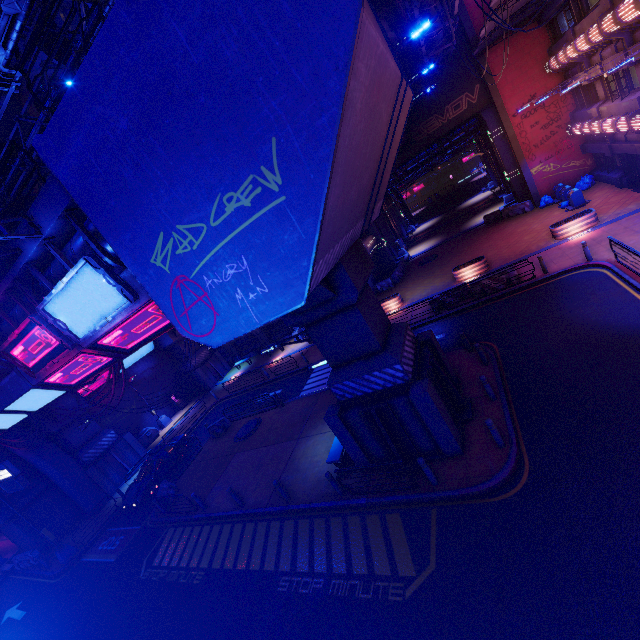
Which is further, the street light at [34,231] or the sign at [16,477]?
the sign at [16,477]

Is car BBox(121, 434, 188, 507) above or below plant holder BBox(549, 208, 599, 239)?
above

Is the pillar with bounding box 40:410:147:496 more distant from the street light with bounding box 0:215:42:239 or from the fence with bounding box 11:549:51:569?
the street light with bounding box 0:215:42:239

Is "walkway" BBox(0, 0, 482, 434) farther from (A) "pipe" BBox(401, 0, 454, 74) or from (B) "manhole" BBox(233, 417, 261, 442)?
(B) "manhole" BBox(233, 417, 261, 442)

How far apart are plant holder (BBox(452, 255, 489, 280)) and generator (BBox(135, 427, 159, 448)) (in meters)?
29.85

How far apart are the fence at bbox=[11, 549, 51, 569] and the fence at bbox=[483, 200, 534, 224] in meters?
44.3

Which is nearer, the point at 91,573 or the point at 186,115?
the point at 186,115

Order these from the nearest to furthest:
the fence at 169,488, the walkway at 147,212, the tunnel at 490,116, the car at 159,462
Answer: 1. the walkway at 147,212
2. the fence at 169,488
3. the car at 159,462
4. the tunnel at 490,116
